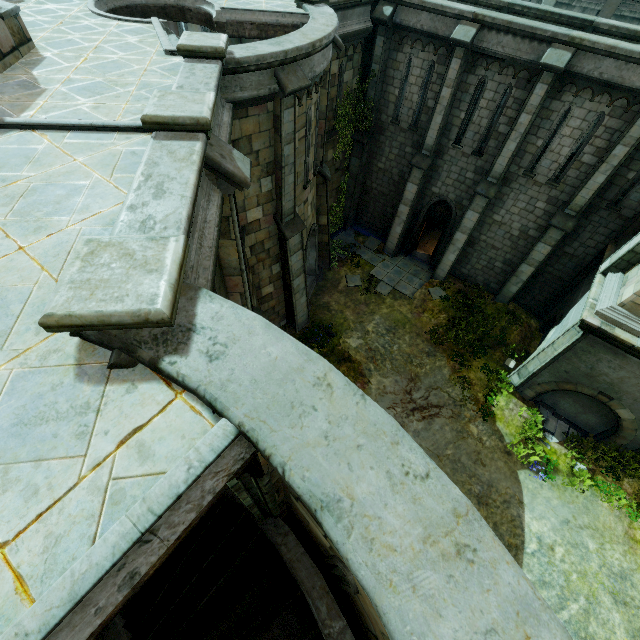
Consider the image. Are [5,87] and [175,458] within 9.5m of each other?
yes

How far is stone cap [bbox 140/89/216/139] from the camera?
4.39m

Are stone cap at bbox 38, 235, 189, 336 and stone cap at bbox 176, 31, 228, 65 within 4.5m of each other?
no

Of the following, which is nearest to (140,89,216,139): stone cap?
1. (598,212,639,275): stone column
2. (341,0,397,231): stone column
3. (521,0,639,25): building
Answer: (341,0,397,231): stone column

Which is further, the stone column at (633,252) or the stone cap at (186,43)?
the stone column at (633,252)

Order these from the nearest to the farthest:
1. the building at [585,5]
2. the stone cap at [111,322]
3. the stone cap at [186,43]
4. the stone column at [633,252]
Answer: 1. the stone cap at [111,322]
2. the stone cap at [186,43]
3. the stone column at [633,252]
4. the building at [585,5]

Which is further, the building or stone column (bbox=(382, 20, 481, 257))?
the building

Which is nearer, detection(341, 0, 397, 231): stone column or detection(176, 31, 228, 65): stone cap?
detection(176, 31, 228, 65): stone cap
